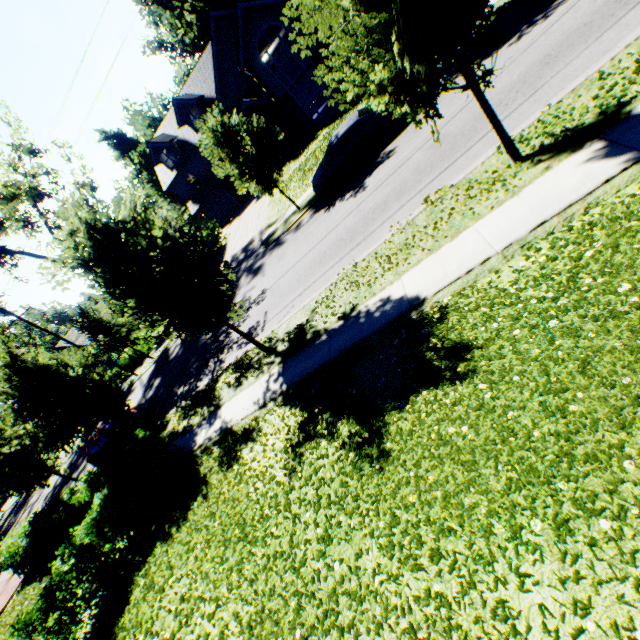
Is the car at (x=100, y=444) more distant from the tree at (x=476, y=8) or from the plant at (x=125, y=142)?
the plant at (x=125, y=142)

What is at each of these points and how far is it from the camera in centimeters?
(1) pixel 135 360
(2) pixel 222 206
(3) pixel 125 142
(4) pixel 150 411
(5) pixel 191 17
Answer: (1) hedge, 3067cm
(2) garage door, 3600cm
(3) plant, 5828cm
(4) car, 1562cm
(5) plant, 4994cm

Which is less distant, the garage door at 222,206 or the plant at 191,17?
the garage door at 222,206

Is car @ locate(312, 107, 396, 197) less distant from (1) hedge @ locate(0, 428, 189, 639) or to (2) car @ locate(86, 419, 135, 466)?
(1) hedge @ locate(0, 428, 189, 639)

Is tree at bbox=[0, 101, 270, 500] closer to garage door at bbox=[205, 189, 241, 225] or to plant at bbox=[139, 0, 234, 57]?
plant at bbox=[139, 0, 234, 57]

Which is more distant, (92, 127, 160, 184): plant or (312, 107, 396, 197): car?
(92, 127, 160, 184): plant

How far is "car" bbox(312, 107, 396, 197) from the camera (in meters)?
13.70

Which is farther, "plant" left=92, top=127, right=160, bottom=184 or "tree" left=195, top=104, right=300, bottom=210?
"plant" left=92, top=127, right=160, bottom=184
